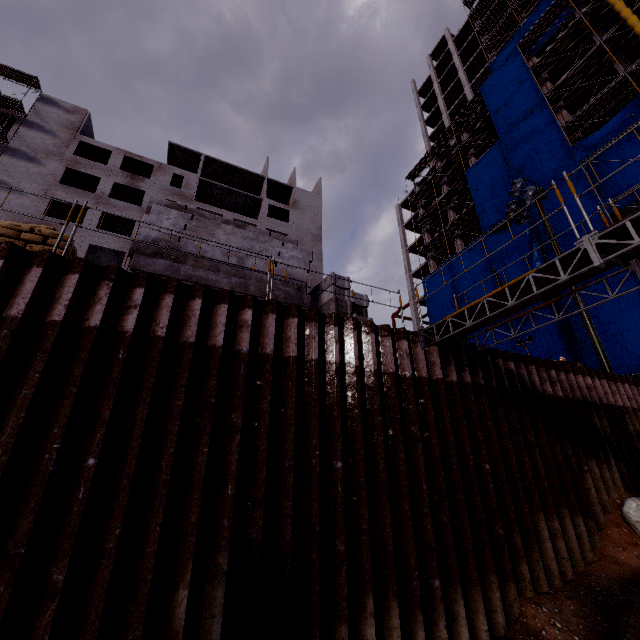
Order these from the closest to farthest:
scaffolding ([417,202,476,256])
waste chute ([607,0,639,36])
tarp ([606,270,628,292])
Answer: tarp ([606,270,628,292]) → waste chute ([607,0,639,36]) → scaffolding ([417,202,476,256])

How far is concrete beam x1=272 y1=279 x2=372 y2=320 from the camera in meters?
7.9

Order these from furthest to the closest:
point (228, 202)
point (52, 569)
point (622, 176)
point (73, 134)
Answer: point (228, 202) < point (73, 134) < point (622, 176) < point (52, 569)

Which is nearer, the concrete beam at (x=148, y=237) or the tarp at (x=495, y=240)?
the concrete beam at (x=148, y=237)

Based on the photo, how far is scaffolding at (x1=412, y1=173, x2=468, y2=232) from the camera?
33.6 meters

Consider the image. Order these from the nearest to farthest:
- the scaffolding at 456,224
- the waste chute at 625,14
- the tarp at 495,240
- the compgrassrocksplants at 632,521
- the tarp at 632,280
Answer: the compgrassrocksplants at 632,521, the tarp at 632,280, the waste chute at 625,14, the tarp at 495,240, the scaffolding at 456,224

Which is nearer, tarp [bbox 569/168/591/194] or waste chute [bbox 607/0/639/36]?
waste chute [bbox 607/0/639/36]
